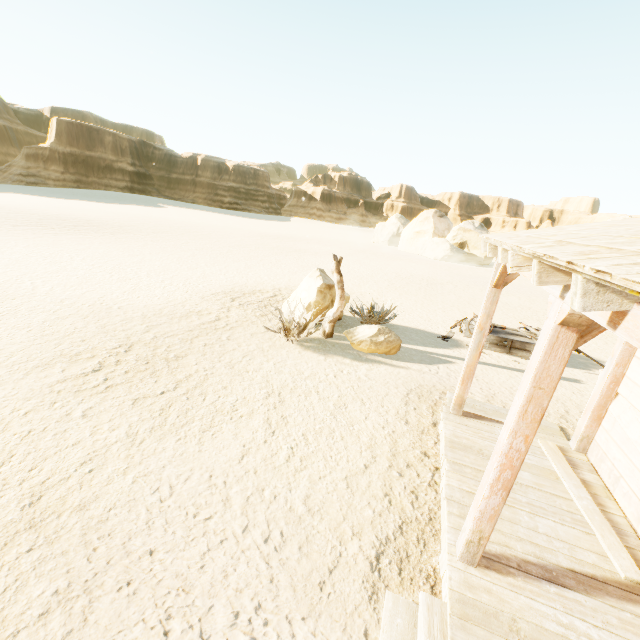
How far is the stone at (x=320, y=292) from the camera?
9.54m

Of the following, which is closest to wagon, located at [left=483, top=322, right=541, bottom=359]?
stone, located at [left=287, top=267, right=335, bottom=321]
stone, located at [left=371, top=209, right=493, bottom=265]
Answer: stone, located at [left=287, top=267, right=335, bottom=321]

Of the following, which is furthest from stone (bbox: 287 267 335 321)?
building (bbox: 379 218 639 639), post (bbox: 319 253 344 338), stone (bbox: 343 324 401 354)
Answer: building (bbox: 379 218 639 639)

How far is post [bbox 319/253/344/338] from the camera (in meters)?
8.51

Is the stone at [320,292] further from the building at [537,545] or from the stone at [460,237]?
the stone at [460,237]

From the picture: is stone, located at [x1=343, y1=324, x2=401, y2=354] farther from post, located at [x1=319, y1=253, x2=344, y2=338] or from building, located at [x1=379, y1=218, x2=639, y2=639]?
building, located at [x1=379, y1=218, x2=639, y2=639]

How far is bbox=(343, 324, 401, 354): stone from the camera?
8.3m

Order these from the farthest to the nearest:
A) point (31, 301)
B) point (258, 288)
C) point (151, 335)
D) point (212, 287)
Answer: point (258, 288) → point (212, 287) → point (31, 301) → point (151, 335)
